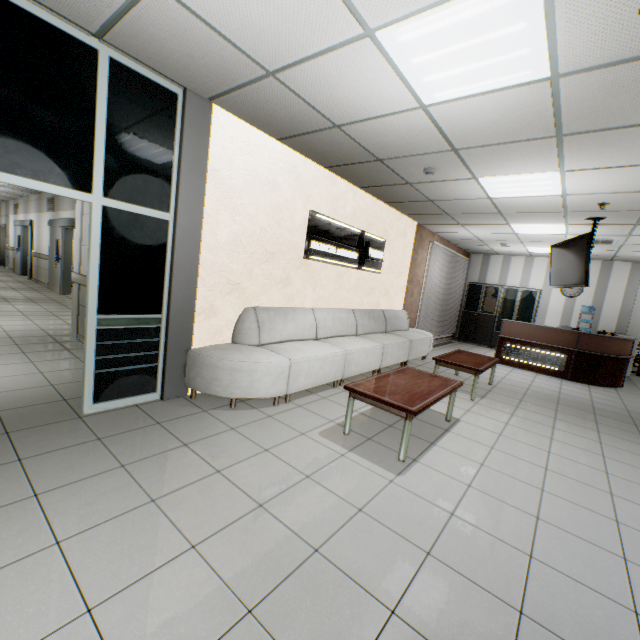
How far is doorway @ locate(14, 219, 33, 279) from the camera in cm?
1257

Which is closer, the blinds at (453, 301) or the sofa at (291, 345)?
the sofa at (291, 345)

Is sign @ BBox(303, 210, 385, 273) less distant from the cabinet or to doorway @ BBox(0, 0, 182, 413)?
doorway @ BBox(0, 0, 182, 413)

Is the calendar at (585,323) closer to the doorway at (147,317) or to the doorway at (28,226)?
the doorway at (147,317)

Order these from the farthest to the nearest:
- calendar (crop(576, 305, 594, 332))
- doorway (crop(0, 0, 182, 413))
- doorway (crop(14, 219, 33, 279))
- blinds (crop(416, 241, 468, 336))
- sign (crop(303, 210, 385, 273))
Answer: doorway (crop(14, 219, 33, 279)) < calendar (crop(576, 305, 594, 332)) < blinds (crop(416, 241, 468, 336)) < sign (crop(303, 210, 385, 273)) < doorway (crop(0, 0, 182, 413))

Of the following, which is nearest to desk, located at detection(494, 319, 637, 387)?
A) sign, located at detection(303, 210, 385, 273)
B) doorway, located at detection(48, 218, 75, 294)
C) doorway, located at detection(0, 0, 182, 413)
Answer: sign, located at detection(303, 210, 385, 273)

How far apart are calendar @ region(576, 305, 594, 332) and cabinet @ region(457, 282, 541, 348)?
1.10m

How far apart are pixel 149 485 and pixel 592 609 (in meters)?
2.78
